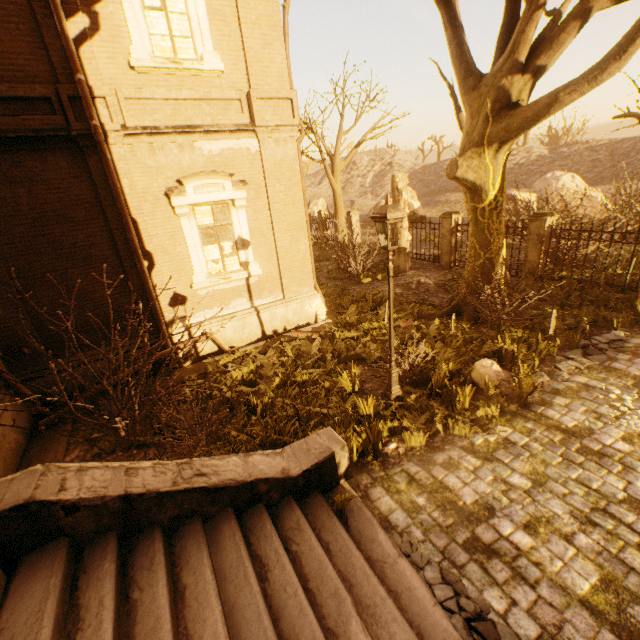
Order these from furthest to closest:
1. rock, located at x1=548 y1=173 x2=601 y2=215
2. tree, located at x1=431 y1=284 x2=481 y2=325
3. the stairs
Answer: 1. rock, located at x1=548 y1=173 x2=601 y2=215
2. tree, located at x1=431 y1=284 x2=481 y2=325
3. the stairs

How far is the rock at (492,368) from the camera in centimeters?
657cm

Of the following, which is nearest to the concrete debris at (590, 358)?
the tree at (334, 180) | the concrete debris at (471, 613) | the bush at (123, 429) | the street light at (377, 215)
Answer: the street light at (377, 215)

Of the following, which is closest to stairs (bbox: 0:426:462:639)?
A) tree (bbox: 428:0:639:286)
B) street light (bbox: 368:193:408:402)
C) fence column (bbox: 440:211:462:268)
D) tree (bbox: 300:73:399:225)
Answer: street light (bbox: 368:193:408:402)

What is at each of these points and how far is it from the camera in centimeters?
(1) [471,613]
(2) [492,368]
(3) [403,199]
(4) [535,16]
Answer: (1) concrete debris, 333cm
(2) rock, 680cm
(3) tree, 1445cm
(4) tree, 632cm

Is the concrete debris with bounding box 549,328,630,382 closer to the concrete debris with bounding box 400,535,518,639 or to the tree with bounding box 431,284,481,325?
the tree with bounding box 431,284,481,325

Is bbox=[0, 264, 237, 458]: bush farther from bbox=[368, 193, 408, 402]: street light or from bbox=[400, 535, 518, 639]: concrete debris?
bbox=[400, 535, 518, 639]: concrete debris

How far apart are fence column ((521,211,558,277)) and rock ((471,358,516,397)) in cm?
710
